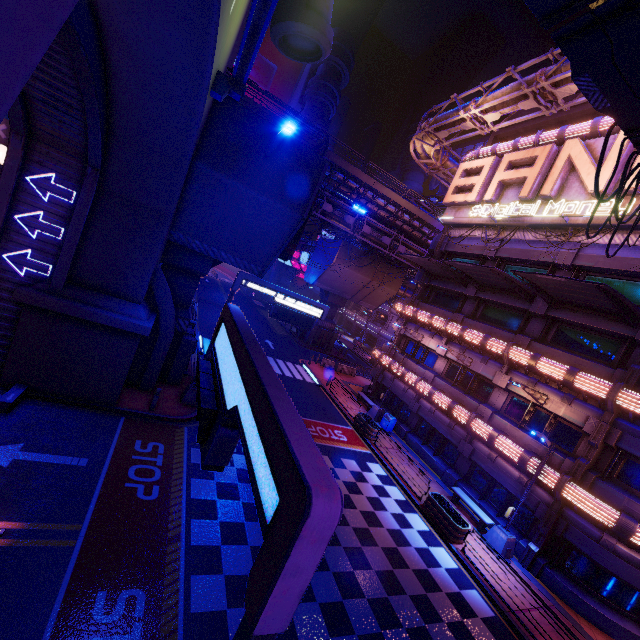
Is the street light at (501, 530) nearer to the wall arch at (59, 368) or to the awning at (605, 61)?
the awning at (605, 61)

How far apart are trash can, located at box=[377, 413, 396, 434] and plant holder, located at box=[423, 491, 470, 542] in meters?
7.1

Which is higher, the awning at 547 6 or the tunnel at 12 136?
the awning at 547 6

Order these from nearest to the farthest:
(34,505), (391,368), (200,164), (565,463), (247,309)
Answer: (34,505)
(200,164)
(565,463)
(391,368)
(247,309)

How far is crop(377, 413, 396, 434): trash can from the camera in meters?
23.8 m

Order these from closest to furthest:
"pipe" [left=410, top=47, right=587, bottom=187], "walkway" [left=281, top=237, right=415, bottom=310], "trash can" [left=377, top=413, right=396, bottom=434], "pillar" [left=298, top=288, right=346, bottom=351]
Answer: "pipe" [left=410, top=47, right=587, bottom=187], "trash can" [left=377, top=413, right=396, bottom=434], "walkway" [left=281, top=237, right=415, bottom=310], "pillar" [left=298, top=288, right=346, bottom=351]

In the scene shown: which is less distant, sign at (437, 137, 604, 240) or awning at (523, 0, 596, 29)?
awning at (523, 0, 596, 29)

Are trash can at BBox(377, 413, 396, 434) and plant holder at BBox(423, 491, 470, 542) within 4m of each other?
no
